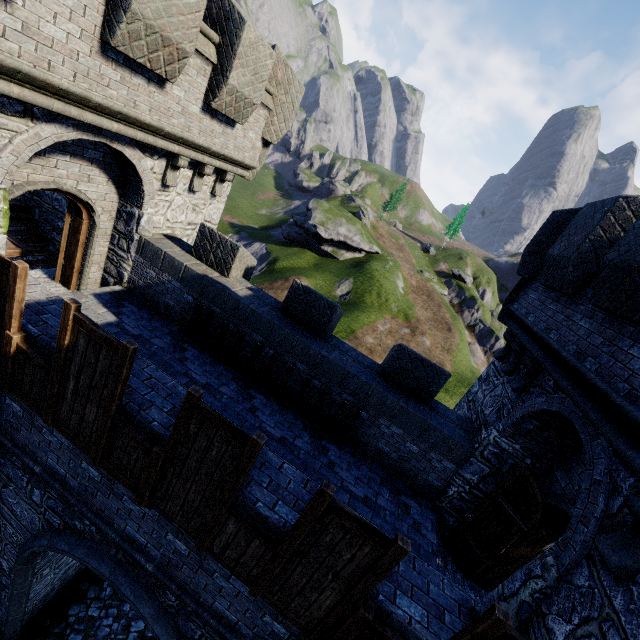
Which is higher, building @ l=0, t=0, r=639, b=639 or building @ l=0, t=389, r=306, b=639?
building @ l=0, t=0, r=639, b=639

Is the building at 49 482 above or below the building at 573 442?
below

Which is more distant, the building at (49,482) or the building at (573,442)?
the building at (49,482)

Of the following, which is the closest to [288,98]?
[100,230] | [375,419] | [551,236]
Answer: [100,230]

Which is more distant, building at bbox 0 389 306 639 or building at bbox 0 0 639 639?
building at bbox 0 389 306 639
